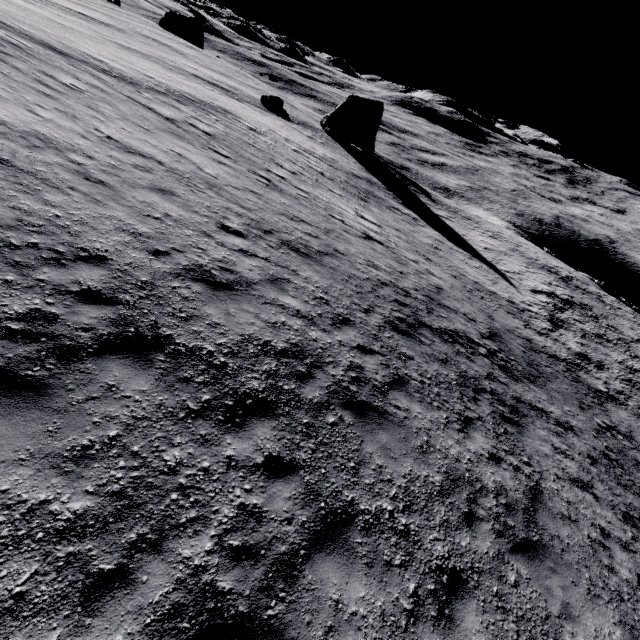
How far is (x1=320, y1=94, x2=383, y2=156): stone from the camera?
41.31m

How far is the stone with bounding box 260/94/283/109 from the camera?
38.38m

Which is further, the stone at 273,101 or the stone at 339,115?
the stone at 339,115

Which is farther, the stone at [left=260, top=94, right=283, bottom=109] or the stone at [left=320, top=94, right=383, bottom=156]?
the stone at [left=320, top=94, right=383, bottom=156]

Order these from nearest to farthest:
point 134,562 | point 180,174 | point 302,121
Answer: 1. point 134,562
2. point 180,174
3. point 302,121

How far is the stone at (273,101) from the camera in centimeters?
3838cm
